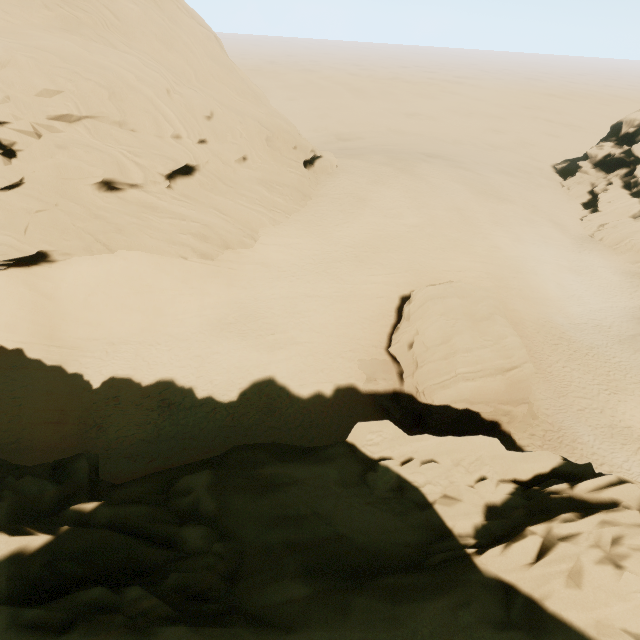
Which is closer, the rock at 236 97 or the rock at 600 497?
the rock at 600 497

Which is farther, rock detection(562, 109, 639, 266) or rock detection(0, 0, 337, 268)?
rock detection(562, 109, 639, 266)

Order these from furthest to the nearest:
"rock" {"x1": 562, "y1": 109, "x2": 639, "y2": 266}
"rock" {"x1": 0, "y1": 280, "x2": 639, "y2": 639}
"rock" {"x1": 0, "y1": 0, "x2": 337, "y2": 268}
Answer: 1. "rock" {"x1": 562, "y1": 109, "x2": 639, "y2": 266}
2. "rock" {"x1": 0, "y1": 0, "x2": 337, "y2": 268}
3. "rock" {"x1": 0, "y1": 280, "x2": 639, "y2": 639}

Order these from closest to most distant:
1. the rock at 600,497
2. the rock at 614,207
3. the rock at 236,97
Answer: the rock at 600,497 < the rock at 236,97 < the rock at 614,207

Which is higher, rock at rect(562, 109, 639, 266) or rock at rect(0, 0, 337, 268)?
rock at rect(0, 0, 337, 268)

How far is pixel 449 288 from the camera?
22.5m
